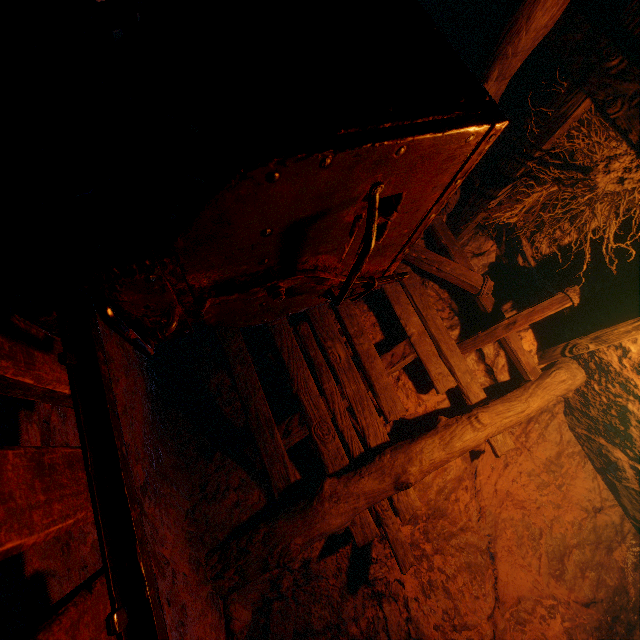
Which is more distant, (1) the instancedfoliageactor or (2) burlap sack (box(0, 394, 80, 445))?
(1) the instancedfoliageactor

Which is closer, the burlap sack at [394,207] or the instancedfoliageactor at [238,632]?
the burlap sack at [394,207]

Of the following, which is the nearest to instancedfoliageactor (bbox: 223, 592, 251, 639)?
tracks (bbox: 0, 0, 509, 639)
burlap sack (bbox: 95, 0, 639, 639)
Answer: burlap sack (bbox: 95, 0, 639, 639)

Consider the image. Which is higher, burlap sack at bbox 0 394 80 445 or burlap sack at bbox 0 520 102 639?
burlap sack at bbox 0 394 80 445

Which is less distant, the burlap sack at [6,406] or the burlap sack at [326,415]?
the burlap sack at [6,406]

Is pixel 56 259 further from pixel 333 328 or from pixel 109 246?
pixel 333 328

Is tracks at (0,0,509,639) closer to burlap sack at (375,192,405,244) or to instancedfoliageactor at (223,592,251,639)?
burlap sack at (375,192,405,244)
